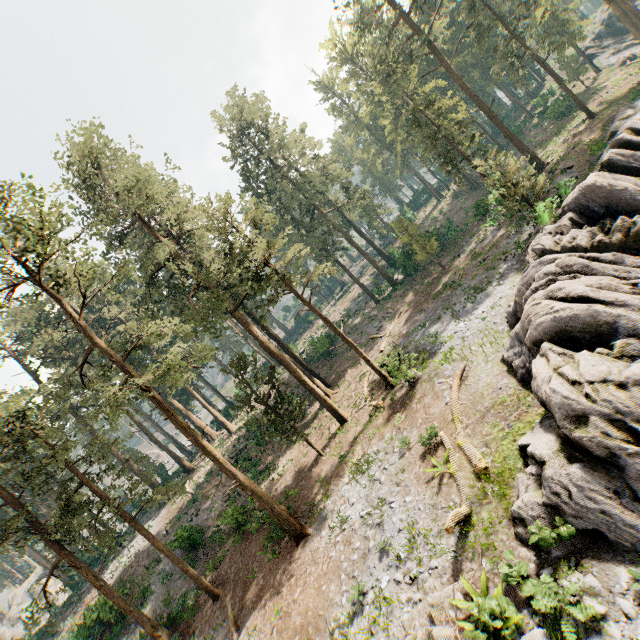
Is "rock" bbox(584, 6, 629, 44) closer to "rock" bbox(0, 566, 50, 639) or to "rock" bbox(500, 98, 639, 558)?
"rock" bbox(500, 98, 639, 558)

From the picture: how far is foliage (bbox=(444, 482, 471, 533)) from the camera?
9.79m

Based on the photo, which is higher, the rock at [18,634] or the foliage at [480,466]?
the rock at [18,634]

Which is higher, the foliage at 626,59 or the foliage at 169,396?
the foliage at 169,396

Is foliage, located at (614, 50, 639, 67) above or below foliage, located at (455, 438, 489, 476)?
below

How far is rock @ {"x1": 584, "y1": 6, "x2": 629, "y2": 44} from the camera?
51.6 meters

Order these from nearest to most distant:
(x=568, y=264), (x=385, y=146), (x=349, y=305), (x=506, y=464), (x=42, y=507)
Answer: (x=506, y=464) < (x=568, y=264) < (x=42, y=507) < (x=385, y=146) < (x=349, y=305)

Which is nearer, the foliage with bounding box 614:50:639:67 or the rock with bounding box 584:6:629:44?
the foliage with bounding box 614:50:639:67
